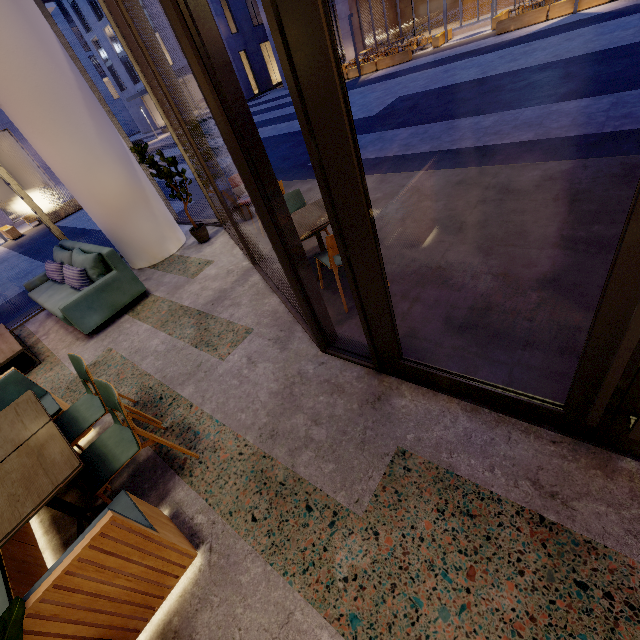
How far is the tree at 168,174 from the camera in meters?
5.0 m

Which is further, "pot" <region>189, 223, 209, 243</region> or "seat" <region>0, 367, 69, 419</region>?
"pot" <region>189, 223, 209, 243</region>

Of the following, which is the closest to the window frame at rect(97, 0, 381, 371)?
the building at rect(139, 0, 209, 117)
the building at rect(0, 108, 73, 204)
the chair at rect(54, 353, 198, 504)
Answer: the chair at rect(54, 353, 198, 504)

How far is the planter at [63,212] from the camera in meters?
14.8 m

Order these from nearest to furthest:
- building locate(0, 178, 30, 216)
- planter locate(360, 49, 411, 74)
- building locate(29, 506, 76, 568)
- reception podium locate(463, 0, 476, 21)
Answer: building locate(29, 506, 76, 568)
planter locate(360, 49, 411, 74)
building locate(0, 178, 30, 216)
reception podium locate(463, 0, 476, 21)

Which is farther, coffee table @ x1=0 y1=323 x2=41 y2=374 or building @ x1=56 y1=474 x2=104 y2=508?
coffee table @ x1=0 y1=323 x2=41 y2=374

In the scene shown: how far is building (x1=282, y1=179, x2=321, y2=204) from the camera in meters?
6.0

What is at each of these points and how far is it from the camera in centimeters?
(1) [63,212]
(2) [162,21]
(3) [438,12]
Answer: (1) planter, 1508cm
(2) building, 3138cm
(3) building, 2480cm
